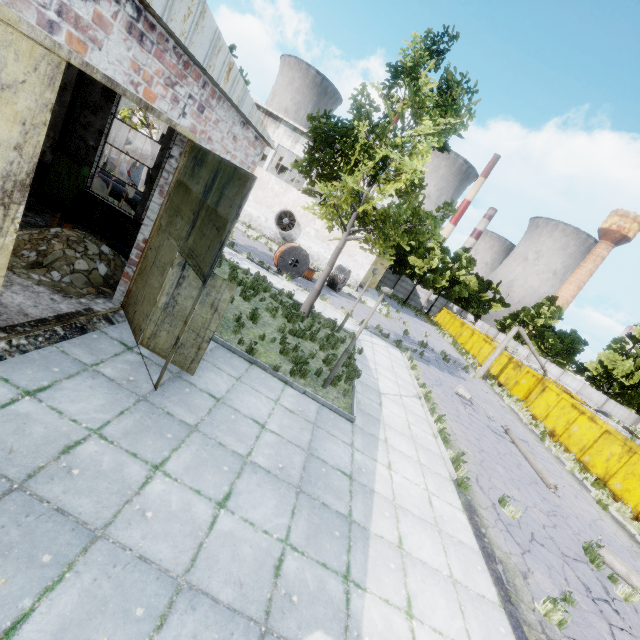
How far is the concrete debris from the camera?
6.6 meters

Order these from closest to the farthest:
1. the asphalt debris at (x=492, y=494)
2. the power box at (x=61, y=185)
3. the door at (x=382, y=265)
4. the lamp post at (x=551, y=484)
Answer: the asphalt debris at (x=492, y=494) → the power box at (x=61, y=185) → the lamp post at (x=551, y=484) → the door at (x=382, y=265)

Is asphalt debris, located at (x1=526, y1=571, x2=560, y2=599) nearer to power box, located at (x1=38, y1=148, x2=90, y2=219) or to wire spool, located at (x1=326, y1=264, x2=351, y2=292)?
power box, located at (x1=38, y1=148, x2=90, y2=219)

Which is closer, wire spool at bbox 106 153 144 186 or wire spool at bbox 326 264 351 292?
wire spool at bbox 106 153 144 186

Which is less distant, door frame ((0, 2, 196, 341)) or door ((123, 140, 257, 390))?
door frame ((0, 2, 196, 341))

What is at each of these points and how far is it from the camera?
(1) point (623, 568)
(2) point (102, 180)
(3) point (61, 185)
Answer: (1) lamp post, 8.4m
(2) pipe, 12.0m
(3) power box, 9.7m

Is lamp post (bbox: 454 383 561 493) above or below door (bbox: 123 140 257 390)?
below

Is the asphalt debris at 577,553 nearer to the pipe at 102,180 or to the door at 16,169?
the door at 16,169
